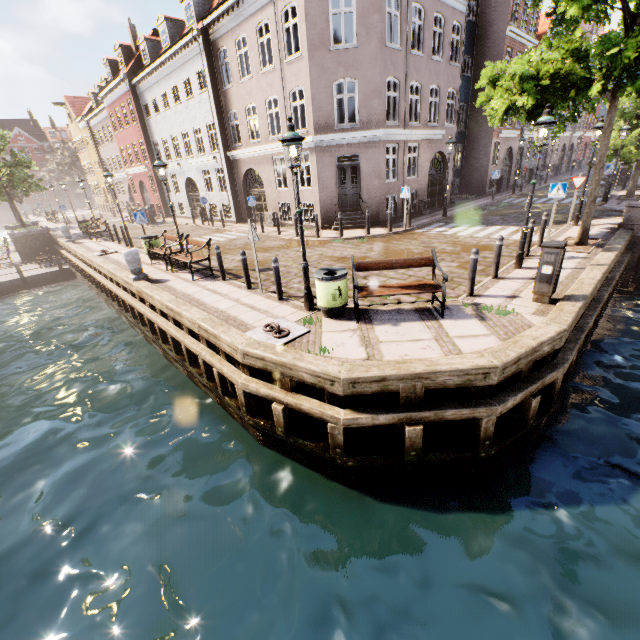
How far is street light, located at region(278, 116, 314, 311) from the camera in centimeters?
597cm

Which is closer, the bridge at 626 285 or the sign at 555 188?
the sign at 555 188

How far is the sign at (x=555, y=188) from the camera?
10.6 meters

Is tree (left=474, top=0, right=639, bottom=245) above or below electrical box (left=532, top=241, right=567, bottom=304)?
above

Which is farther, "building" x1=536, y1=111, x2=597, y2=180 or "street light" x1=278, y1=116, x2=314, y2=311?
"building" x1=536, y1=111, x2=597, y2=180

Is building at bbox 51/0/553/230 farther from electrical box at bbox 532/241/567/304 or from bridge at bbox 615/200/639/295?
electrical box at bbox 532/241/567/304

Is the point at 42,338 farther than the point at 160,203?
No

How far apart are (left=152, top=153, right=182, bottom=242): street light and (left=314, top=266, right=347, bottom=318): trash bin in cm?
720
